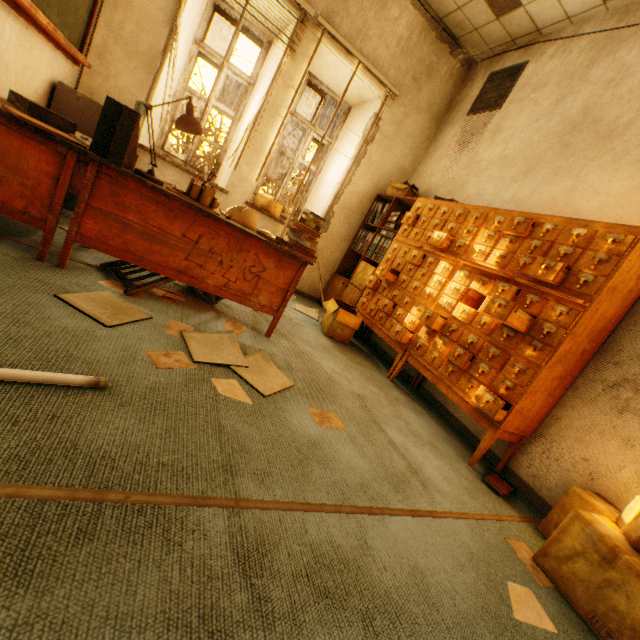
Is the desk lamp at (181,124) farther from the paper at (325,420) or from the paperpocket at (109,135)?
the paper at (325,420)

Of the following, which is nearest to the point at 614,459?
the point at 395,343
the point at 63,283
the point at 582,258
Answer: the point at 582,258

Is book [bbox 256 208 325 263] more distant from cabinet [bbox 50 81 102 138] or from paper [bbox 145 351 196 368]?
cabinet [bbox 50 81 102 138]

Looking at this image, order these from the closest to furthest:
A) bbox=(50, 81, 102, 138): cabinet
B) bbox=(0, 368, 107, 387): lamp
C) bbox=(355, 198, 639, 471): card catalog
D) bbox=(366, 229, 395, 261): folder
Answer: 1. bbox=(0, 368, 107, 387): lamp
2. bbox=(355, 198, 639, 471): card catalog
3. bbox=(50, 81, 102, 138): cabinet
4. bbox=(366, 229, 395, 261): folder

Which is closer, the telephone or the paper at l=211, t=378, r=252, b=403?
the paper at l=211, t=378, r=252, b=403

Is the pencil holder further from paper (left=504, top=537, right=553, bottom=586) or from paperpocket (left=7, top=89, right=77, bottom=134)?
paper (left=504, top=537, right=553, bottom=586)

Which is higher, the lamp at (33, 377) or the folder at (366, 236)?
the folder at (366, 236)

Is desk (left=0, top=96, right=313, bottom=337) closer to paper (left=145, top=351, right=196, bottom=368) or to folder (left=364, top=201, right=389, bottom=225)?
paper (left=145, top=351, right=196, bottom=368)
